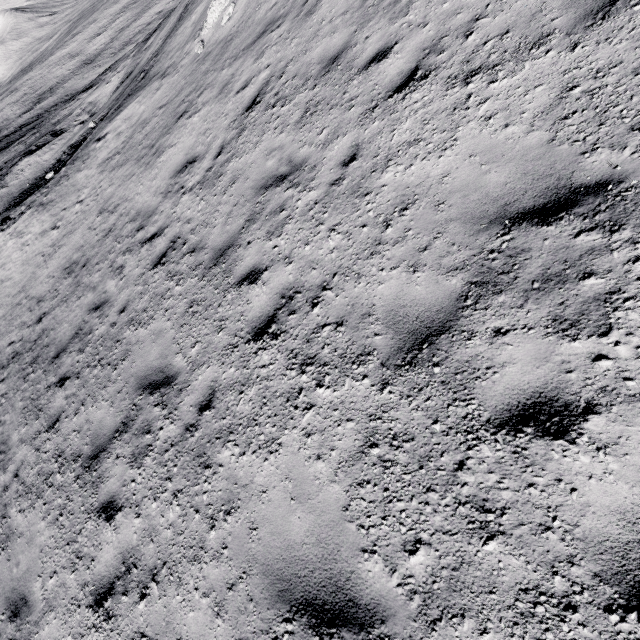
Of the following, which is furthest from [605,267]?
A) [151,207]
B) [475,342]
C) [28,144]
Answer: [28,144]
